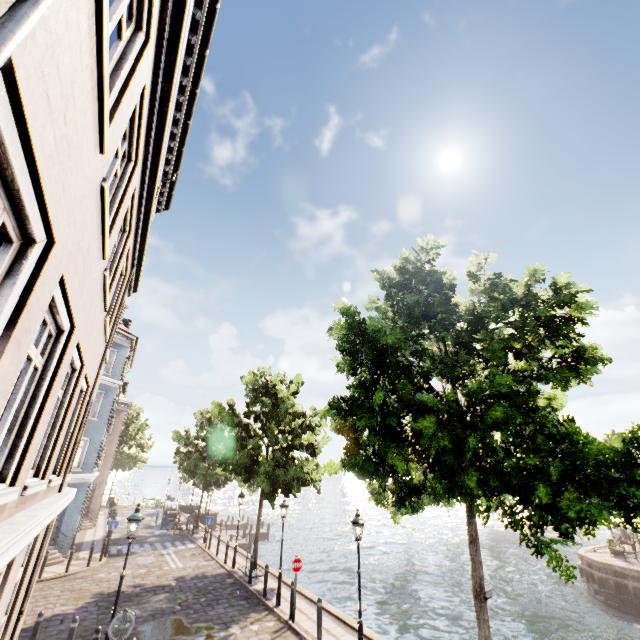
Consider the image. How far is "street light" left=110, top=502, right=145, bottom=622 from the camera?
8.30m

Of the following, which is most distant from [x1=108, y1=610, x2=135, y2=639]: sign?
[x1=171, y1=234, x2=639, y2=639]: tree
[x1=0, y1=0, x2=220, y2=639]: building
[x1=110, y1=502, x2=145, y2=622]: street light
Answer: [x1=0, y1=0, x2=220, y2=639]: building

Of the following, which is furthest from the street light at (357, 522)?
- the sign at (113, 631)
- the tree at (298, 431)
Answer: the sign at (113, 631)

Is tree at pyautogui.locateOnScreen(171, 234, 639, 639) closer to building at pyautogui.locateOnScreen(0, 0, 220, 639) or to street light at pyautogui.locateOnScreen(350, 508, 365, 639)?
street light at pyautogui.locateOnScreen(350, 508, 365, 639)

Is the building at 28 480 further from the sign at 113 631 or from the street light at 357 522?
the sign at 113 631

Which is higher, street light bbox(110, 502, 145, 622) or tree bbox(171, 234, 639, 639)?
tree bbox(171, 234, 639, 639)

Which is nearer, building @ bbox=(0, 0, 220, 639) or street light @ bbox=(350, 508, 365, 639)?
building @ bbox=(0, 0, 220, 639)

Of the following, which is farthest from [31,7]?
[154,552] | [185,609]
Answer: [154,552]
